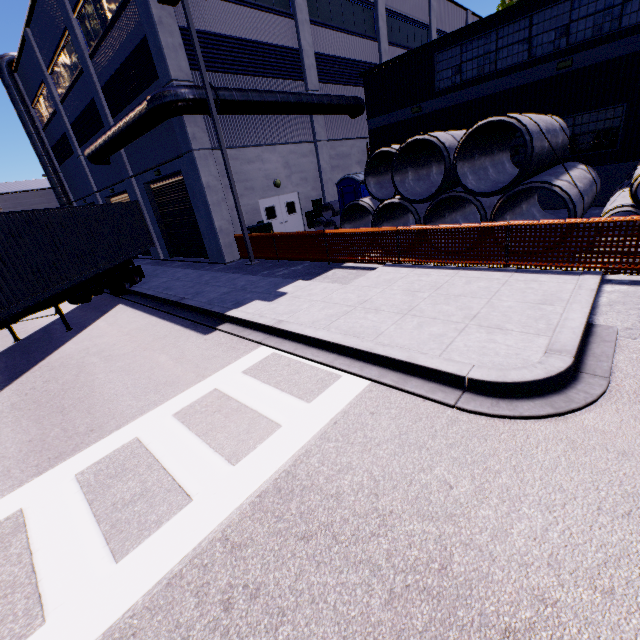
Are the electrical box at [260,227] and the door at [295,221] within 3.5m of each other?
yes

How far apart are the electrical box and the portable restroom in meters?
3.7

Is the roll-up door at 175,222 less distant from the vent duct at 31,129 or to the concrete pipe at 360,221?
the vent duct at 31,129

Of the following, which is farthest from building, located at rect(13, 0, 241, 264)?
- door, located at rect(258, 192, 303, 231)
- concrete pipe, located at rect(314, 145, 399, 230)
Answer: concrete pipe, located at rect(314, 145, 399, 230)

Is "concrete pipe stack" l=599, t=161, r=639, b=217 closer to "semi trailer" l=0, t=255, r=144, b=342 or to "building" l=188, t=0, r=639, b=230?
"building" l=188, t=0, r=639, b=230

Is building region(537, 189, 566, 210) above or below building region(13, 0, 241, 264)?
below

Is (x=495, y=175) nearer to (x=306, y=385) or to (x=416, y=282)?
(x=416, y=282)

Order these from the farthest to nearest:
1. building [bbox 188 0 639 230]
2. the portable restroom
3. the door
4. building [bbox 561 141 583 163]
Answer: the door → the portable restroom → building [bbox 561 141 583 163] → building [bbox 188 0 639 230]
